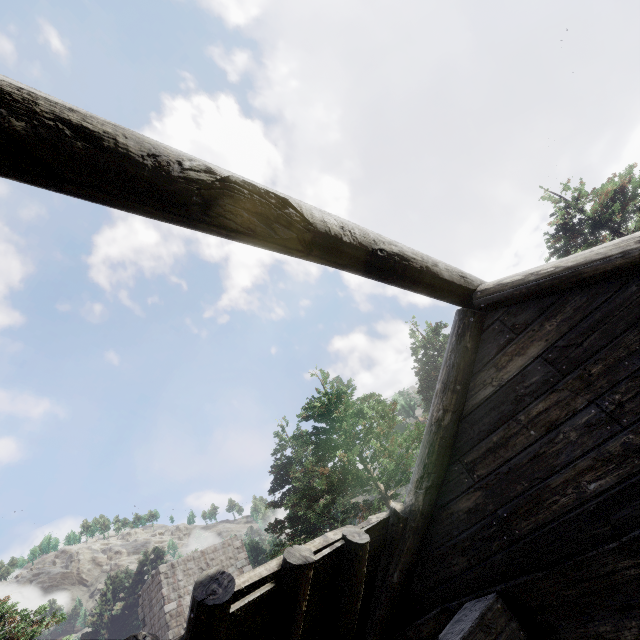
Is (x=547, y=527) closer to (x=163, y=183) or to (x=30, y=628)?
(x=163, y=183)
